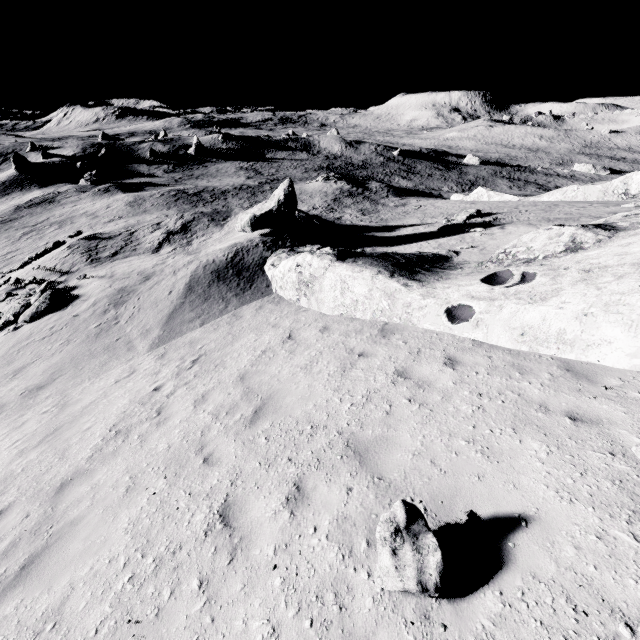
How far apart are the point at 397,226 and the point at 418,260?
14.87m

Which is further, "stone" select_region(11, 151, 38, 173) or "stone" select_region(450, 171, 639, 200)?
"stone" select_region(11, 151, 38, 173)

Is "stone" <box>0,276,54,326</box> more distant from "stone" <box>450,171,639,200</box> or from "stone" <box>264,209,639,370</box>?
"stone" <box>450,171,639,200</box>

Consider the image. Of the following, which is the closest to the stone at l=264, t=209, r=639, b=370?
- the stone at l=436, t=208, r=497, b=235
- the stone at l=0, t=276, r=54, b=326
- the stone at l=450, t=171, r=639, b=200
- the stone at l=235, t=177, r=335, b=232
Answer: the stone at l=235, t=177, r=335, b=232

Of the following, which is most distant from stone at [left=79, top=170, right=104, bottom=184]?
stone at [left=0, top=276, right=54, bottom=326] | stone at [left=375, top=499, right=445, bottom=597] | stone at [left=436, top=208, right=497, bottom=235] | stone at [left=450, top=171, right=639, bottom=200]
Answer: stone at [left=375, top=499, right=445, bottom=597]

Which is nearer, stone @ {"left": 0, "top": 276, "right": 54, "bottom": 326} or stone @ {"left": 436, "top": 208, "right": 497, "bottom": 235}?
stone @ {"left": 0, "top": 276, "right": 54, "bottom": 326}

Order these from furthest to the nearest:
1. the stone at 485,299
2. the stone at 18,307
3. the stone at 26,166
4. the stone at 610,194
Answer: the stone at 26,166, the stone at 610,194, the stone at 18,307, the stone at 485,299

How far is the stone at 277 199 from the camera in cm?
1900
